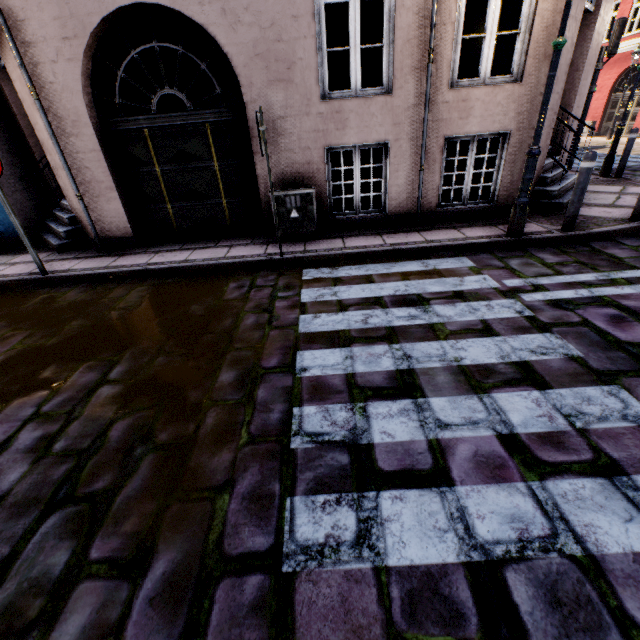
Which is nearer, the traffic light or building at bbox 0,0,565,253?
building at bbox 0,0,565,253

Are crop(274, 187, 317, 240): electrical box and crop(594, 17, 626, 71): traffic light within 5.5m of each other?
no

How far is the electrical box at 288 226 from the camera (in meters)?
5.45

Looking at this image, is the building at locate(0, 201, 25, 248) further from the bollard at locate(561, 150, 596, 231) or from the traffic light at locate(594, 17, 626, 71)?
the traffic light at locate(594, 17, 626, 71)

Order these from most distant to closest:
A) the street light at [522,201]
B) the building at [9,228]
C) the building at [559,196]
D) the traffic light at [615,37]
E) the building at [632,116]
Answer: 1. the building at [632,116]
2. the traffic light at [615,37]
3. the building at [9,228]
4. the building at [559,196]
5. the street light at [522,201]

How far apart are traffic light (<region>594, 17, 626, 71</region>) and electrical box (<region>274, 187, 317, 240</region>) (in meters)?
9.30

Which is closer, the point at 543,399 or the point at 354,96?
the point at 543,399

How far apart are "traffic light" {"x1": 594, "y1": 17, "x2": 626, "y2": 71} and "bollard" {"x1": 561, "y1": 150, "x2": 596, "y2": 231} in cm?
700
